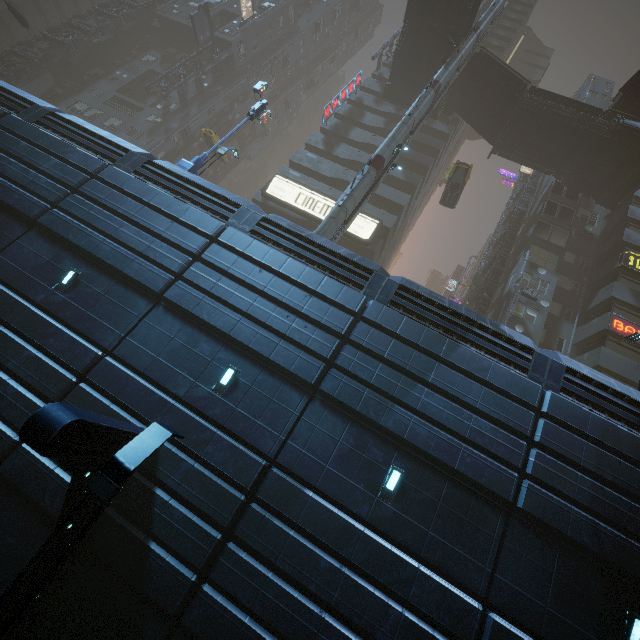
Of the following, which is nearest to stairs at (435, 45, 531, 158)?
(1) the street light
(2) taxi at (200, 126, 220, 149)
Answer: (2) taxi at (200, 126, 220, 149)

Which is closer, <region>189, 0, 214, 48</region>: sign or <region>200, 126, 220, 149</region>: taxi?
<region>200, 126, 220, 149</region>: taxi

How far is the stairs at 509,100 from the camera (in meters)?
26.36

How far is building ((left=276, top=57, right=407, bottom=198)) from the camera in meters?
30.0

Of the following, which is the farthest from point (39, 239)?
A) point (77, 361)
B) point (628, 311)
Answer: point (628, 311)

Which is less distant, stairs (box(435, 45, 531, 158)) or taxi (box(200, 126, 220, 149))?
stairs (box(435, 45, 531, 158))

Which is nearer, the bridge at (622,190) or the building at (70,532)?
the building at (70,532)

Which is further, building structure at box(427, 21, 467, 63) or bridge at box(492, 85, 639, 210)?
building structure at box(427, 21, 467, 63)
